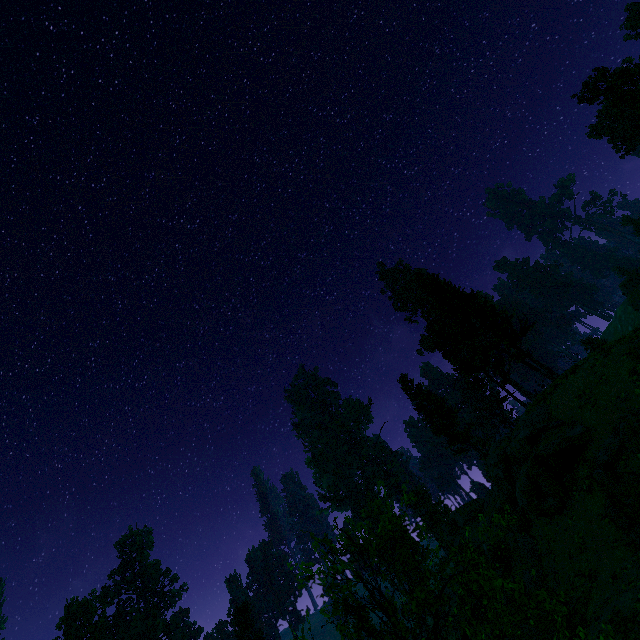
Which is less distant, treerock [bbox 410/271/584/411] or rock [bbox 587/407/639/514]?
rock [bbox 587/407/639/514]

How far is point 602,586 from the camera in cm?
1609

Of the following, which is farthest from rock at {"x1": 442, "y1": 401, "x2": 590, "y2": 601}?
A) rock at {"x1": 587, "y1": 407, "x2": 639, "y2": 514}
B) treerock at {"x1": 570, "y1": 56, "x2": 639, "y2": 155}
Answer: treerock at {"x1": 570, "y1": 56, "x2": 639, "y2": 155}

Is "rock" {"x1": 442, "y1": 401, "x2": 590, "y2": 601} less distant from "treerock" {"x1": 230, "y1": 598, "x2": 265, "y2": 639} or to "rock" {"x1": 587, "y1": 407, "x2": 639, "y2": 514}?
"rock" {"x1": 587, "y1": 407, "x2": 639, "y2": 514}

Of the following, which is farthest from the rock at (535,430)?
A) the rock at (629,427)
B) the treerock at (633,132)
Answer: the treerock at (633,132)

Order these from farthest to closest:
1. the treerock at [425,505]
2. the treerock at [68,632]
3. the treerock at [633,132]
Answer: the treerock at [68,632]
the treerock at [633,132]
the treerock at [425,505]

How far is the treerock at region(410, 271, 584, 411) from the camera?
28.12m
